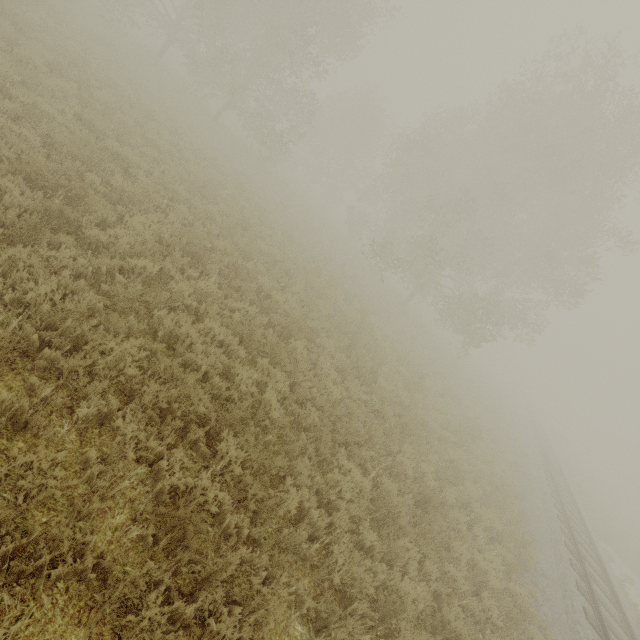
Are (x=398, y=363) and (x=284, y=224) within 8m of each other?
no
